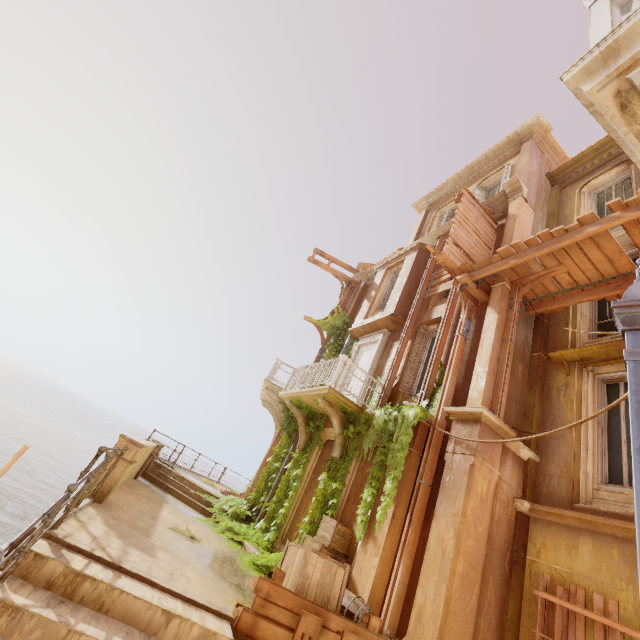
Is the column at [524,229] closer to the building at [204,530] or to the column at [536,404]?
the column at [536,404]

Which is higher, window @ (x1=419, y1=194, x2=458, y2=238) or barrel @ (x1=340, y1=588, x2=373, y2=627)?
window @ (x1=419, y1=194, x2=458, y2=238)

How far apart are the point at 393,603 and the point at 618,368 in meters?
6.8

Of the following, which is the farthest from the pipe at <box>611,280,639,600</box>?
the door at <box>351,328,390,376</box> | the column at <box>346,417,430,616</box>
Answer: the door at <box>351,328,390,376</box>

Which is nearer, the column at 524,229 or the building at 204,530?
the building at 204,530

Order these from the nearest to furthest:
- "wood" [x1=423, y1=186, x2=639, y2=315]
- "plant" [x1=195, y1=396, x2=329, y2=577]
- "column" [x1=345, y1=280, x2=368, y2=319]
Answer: "wood" [x1=423, y1=186, x2=639, y2=315] → "plant" [x1=195, y1=396, x2=329, y2=577] → "column" [x1=345, y1=280, x2=368, y2=319]

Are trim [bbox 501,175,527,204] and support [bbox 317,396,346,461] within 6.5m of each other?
no

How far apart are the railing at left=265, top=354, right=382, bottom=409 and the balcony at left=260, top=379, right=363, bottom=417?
0.0 meters
